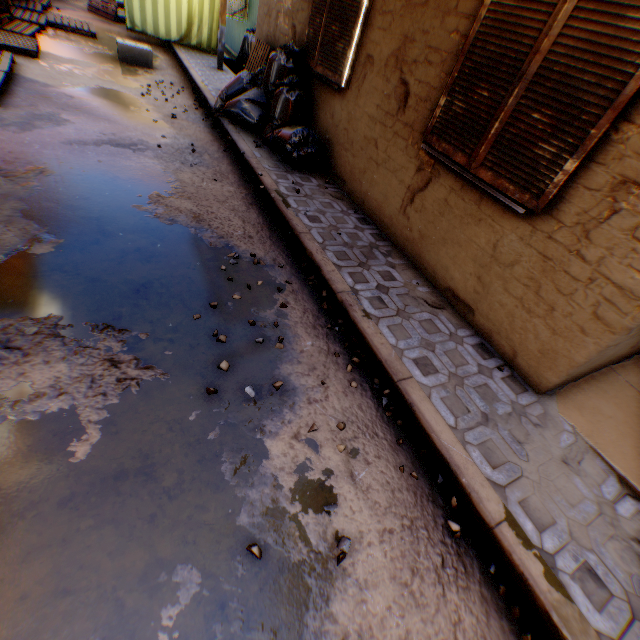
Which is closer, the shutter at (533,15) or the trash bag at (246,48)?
the shutter at (533,15)

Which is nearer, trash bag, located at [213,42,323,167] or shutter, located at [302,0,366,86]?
shutter, located at [302,0,366,86]

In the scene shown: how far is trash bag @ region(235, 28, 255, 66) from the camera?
10.30m

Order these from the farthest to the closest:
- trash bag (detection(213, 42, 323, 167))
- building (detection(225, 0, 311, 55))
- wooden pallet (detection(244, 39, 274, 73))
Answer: wooden pallet (detection(244, 39, 274, 73)) < building (detection(225, 0, 311, 55)) < trash bag (detection(213, 42, 323, 167))

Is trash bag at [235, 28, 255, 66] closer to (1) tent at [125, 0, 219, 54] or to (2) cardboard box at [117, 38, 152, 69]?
(1) tent at [125, 0, 219, 54]

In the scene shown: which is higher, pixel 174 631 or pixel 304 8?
pixel 304 8

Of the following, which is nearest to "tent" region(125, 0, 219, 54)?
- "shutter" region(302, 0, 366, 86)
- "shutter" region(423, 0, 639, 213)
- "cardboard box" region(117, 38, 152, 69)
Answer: "shutter" region(302, 0, 366, 86)

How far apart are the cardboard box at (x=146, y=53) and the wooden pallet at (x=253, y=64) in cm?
223
